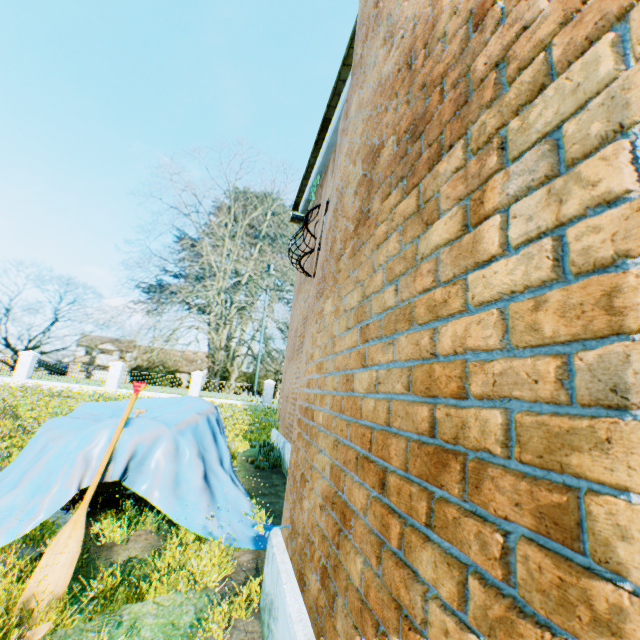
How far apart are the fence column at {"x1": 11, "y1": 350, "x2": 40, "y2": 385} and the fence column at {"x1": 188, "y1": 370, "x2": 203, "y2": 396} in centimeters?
1030cm

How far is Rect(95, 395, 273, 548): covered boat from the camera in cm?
328

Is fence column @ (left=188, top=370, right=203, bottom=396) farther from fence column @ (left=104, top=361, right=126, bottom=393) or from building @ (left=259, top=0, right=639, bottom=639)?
building @ (left=259, top=0, right=639, bottom=639)

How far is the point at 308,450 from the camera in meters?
2.6 m

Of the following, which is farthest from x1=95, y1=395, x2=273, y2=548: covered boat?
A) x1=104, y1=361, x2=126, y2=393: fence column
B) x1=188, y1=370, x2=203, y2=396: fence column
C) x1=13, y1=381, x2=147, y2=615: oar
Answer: x1=104, y1=361, x2=126, y2=393: fence column

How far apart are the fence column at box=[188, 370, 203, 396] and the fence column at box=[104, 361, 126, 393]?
4.7 meters

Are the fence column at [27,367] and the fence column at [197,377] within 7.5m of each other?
no

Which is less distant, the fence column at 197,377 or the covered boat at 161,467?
the covered boat at 161,467
